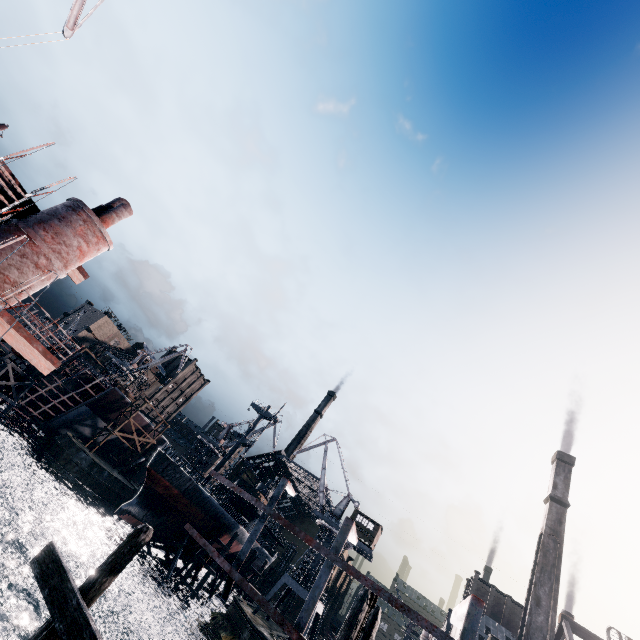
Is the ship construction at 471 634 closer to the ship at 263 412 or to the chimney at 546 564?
the ship at 263 412

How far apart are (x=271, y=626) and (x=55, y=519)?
34.0m

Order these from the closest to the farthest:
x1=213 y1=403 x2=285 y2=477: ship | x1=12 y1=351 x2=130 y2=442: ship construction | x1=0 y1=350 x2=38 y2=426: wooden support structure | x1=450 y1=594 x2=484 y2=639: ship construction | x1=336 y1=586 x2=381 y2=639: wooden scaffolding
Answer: x1=450 y1=594 x2=484 y2=639: ship construction < x1=336 y1=586 x2=381 y2=639: wooden scaffolding < x1=0 y1=350 x2=38 y2=426: wooden support structure < x1=12 y1=351 x2=130 y2=442: ship construction < x1=213 y1=403 x2=285 y2=477: ship

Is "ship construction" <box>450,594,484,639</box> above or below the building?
below

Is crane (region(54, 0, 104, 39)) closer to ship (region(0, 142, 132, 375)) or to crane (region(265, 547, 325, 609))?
ship (region(0, 142, 132, 375))

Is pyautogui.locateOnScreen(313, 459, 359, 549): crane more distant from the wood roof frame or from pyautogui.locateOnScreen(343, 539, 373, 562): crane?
the wood roof frame

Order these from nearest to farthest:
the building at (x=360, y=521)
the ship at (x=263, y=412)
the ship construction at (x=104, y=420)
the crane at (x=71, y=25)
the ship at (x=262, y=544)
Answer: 1. the crane at (x=71, y=25)
2. the building at (x=360, y=521)
3. the ship construction at (x=104, y=420)
4. the ship at (x=263, y=412)
5. the ship at (x=262, y=544)

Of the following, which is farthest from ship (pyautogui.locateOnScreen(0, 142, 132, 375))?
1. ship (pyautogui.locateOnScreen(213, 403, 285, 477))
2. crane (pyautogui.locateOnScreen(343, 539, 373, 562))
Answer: crane (pyautogui.locateOnScreen(343, 539, 373, 562))
